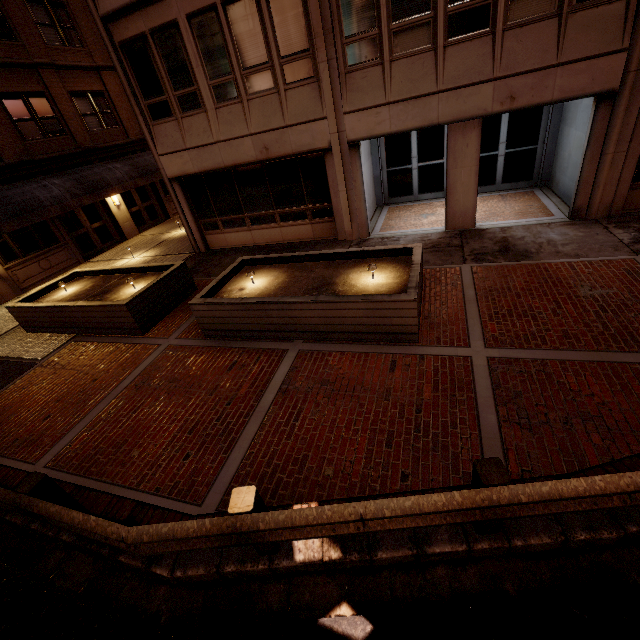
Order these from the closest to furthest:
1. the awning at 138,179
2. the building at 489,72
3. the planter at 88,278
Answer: the building at 489,72 < the planter at 88,278 < the awning at 138,179

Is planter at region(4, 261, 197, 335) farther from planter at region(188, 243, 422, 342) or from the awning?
the awning

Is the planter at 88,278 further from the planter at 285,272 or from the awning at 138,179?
the awning at 138,179

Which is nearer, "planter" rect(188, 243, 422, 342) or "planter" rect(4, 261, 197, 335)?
"planter" rect(188, 243, 422, 342)

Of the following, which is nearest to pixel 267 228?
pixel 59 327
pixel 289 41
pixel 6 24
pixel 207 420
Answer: pixel 289 41

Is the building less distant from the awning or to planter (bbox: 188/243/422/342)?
planter (bbox: 188/243/422/342)

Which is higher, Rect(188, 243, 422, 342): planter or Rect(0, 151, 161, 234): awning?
Rect(0, 151, 161, 234): awning

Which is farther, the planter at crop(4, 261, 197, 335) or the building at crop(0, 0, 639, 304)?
the planter at crop(4, 261, 197, 335)
